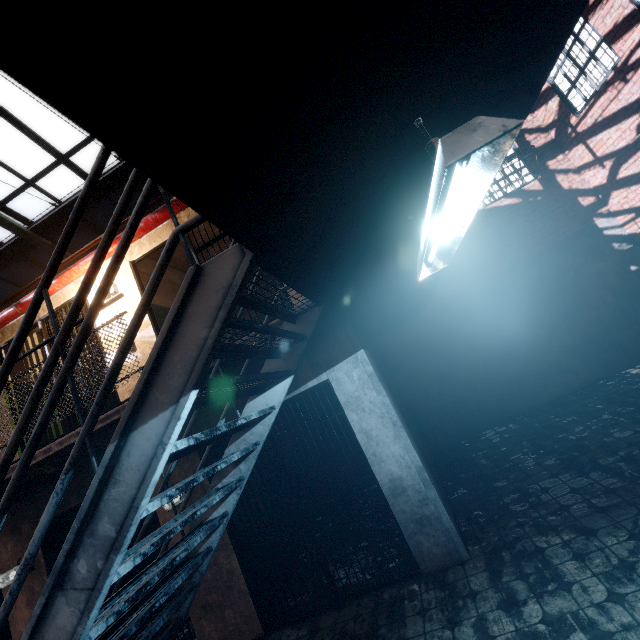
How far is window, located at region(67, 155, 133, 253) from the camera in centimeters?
741cm

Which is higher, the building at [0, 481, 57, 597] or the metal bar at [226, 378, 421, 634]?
the building at [0, 481, 57, 597]

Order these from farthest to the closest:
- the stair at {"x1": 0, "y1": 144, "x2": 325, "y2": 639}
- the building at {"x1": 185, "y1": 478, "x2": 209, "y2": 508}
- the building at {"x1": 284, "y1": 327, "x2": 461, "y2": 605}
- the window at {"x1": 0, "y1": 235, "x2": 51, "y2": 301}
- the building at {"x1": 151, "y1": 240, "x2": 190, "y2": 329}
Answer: the window at {"x1": 0, "y1": 235, "x2": 51, "y2": 301}
the building at {"x1": 151, "y1": 240, "x2": 190, "y2": 329}
the building at {"x1": 185, "y1": 478, "x2": 209, "y2": 508}
the building at {"x1": 284, "y1": 327, "x2": 461, "y2": 605}
the stair at {"x1": 0, "y1": 144, "x2": 325, "y2": 639}

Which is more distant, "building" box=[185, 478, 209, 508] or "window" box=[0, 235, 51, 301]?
"window" box=[0, 235, 51, 301]

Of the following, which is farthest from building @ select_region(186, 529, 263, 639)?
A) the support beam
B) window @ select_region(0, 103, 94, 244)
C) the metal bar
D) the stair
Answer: window @ select_region(0, 103, 94, 244)

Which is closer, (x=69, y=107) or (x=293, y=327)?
(x=69, y=107)

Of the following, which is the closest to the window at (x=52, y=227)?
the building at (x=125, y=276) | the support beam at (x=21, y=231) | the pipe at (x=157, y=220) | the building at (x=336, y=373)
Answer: the support beam at (x=21, y=231)

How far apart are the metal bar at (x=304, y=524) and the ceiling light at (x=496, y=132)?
2.5m
